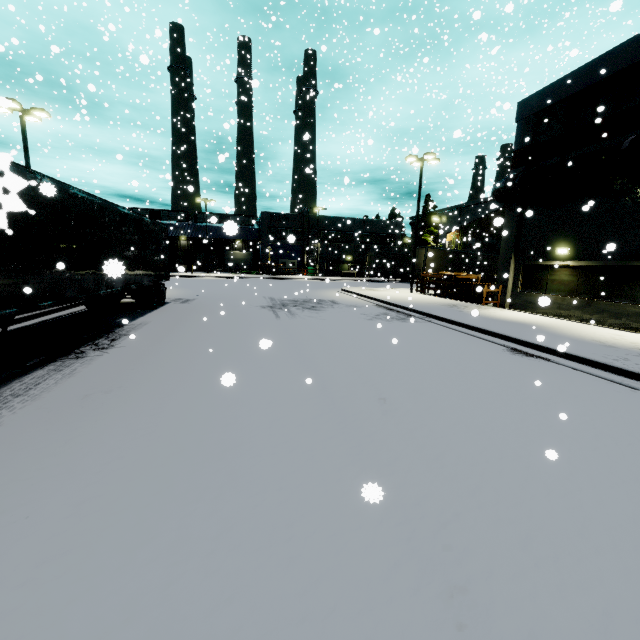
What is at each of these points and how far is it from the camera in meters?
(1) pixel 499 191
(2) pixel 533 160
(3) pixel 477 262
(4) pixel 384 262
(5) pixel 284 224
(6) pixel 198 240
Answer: (1) pipe, 17.2 m
(2) tree, 16.4 m
(3) semi trailer, 20.1 m
(4) semi trailer, 42.0 m
(5) building, 53.3 m
(6) building, 57.4 m

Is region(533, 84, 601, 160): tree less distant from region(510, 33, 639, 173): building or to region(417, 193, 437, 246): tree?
region(510, 33, 639, 173): building

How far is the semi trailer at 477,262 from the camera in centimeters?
3023cm

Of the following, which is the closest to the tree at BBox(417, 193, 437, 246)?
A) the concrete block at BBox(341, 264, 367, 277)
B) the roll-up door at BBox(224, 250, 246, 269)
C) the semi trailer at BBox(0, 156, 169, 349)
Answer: the semi trailer at BBox(0, 156, 169, 349)

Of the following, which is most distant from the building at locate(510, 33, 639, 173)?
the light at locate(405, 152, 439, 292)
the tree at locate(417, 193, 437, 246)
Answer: the light at locate(405, 152, 439, 292)

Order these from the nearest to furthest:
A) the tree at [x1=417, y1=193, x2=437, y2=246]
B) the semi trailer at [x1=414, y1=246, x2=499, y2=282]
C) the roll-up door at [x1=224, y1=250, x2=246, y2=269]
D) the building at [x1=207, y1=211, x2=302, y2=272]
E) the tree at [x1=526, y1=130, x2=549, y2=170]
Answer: the tree at [x1=526, y1=130, x2=549, y2=170], the semi trailer at [x1=414, y1=246, x2=499, y2=282], the building at [x1=207, y1=211, x2=302, y2=272], the tree at [x1=417, y1=193, x2=437, y2=246], the roll-up door at [x1=224, y1=250, x2=246, y2=269]
